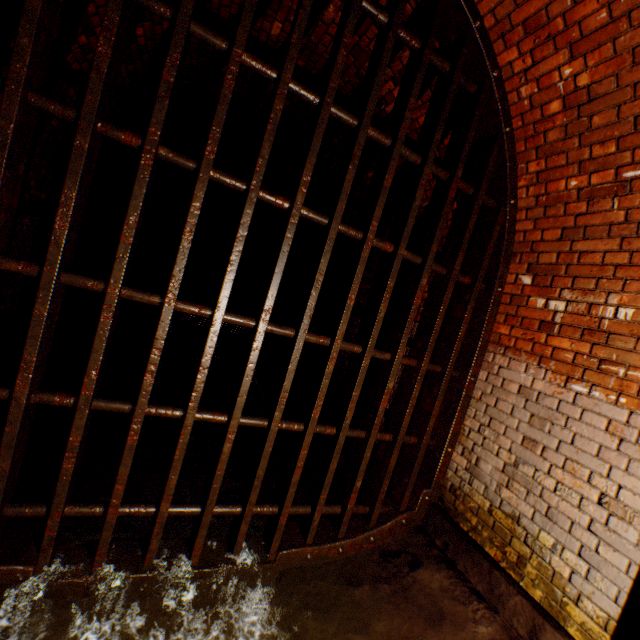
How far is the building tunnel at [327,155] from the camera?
4.6m

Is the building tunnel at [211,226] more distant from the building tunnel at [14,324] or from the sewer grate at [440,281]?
the sewer grate at [440,281]

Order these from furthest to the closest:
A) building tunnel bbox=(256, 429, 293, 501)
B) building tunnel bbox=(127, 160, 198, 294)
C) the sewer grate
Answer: building tunnel bbox=(127, 160, 198, 294) < building tunnel bbox=(256, 429, 293, 501) < the sewer grate

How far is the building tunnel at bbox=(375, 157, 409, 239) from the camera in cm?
400

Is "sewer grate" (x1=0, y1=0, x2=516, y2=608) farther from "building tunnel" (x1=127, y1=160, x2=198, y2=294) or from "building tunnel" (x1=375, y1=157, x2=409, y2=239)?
"building tunnel" (x1=127, y1=160, x2=198, y2=294)

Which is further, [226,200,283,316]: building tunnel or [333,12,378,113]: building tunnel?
[226,200,283,316]: building tunnel

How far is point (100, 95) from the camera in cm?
167

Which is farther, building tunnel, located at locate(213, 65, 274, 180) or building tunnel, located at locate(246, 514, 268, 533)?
building tunnel, located at locate(213, 65, 274, 180)
